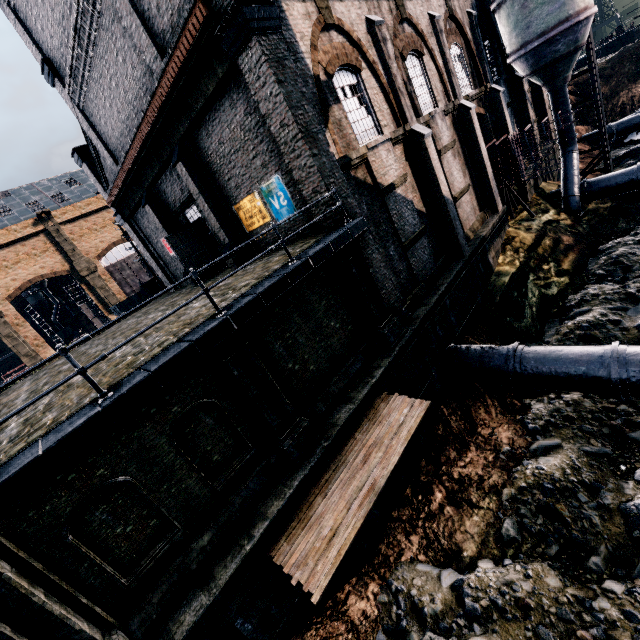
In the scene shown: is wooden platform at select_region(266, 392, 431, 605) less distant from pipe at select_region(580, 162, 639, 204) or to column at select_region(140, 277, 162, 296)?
pipe at select_region(580, 162, 639, 204)

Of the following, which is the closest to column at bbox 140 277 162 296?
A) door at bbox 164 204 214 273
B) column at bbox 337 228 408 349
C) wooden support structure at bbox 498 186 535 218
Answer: door at bbox 164 204 214 273

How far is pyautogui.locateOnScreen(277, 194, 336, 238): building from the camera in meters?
11.3 m

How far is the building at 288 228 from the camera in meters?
11.3

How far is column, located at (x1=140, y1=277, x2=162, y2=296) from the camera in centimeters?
2905cm

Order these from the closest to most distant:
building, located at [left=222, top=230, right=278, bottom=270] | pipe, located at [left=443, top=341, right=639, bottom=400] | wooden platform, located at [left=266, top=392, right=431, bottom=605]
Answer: wooden platform, located at [left=266, top=392, right=431, bottom=605], pipe, located at [left=443, top=341, right=639, bottom=400], building, located at [left=222, top=230, right=278, bottom=270]

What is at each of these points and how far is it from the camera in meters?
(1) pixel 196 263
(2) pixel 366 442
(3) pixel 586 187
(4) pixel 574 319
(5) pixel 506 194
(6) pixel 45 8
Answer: (1) door, 19.0 m
(2) wooden platform, 9.7 m
(3) pipe, 23.7 m
(4) stone debris, 15.8 m
(5) wooden support structure, 22.7 m
(6) building, 15.3 m

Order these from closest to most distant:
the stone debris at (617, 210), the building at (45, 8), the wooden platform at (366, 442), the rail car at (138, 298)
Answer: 1. the wooden platform at (366, 442)
2. the building at (45, 8)
3. the stone debris at (617, 210)
4. the rail car at (138, 298)
